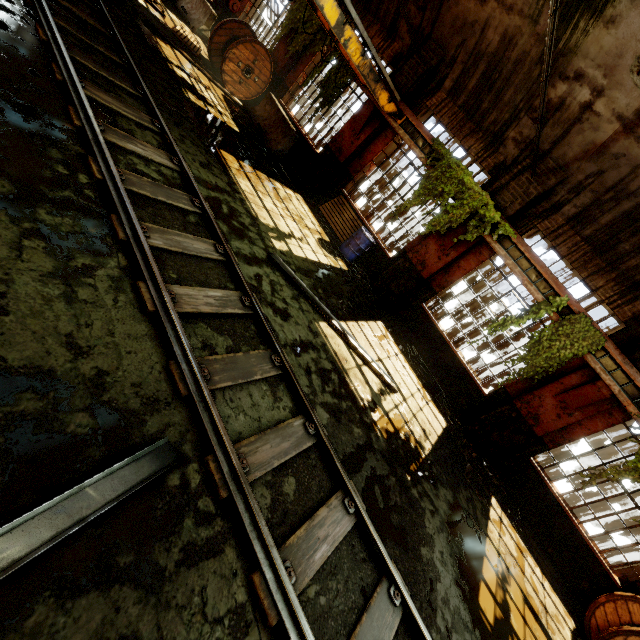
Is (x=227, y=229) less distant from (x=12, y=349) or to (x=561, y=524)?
(x=12, y=349)

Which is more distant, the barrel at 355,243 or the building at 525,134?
the barrel at 355,243

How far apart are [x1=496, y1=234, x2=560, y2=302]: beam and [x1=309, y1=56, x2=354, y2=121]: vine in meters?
5.6 m

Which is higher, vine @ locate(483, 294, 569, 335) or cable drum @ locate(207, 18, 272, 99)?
vine @ locate(483, 294, 569, 335)

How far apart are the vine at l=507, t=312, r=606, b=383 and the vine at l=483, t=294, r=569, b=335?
0.1 meters

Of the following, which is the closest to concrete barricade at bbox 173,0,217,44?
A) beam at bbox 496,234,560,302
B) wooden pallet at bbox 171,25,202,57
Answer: wooden pallet at bbox 171,25,202,57

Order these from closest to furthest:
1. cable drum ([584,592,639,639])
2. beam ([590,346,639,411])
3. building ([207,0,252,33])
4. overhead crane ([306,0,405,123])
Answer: cable drum ([584,592,639,639])
overhead crane ([306,0,405,123])
beam ([590,346,639,411])
building ([207,0,252,33])

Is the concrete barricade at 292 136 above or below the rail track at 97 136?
above
